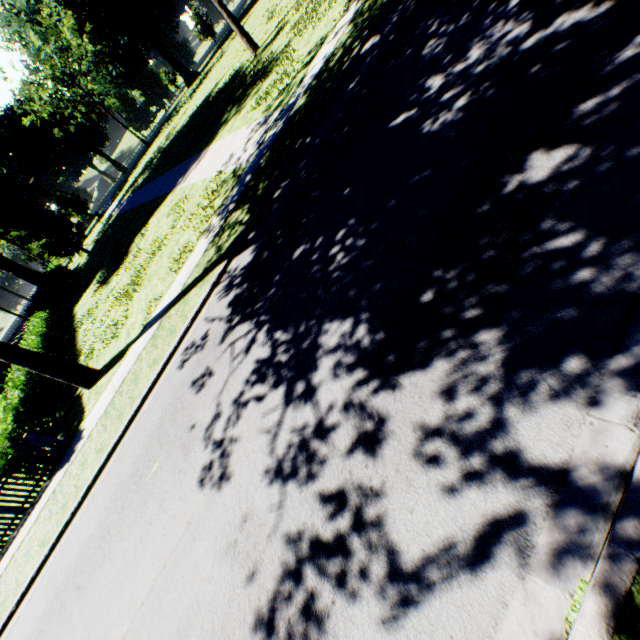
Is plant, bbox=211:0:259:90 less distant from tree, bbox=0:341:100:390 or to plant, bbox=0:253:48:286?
tree, bbox=0:341:100:390

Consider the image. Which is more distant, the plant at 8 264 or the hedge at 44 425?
the plant at 8 264

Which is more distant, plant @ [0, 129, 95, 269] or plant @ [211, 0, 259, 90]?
plant @ [0, 129, 95, 269]

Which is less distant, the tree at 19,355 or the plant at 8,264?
the tree at 19,355

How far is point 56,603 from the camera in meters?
6.8

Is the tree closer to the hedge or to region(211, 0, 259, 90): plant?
the hedge

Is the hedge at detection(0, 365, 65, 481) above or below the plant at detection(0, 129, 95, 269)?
below

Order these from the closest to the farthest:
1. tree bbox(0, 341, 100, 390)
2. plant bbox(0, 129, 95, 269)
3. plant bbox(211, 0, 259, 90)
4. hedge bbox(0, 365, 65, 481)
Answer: hedge bbox(0, 365, 65, 481) → tree bbox(0, 341, 100, 390) → plant bbox(211, 0, 259, 90) → plant bbox(0, 129, 95, 269)
